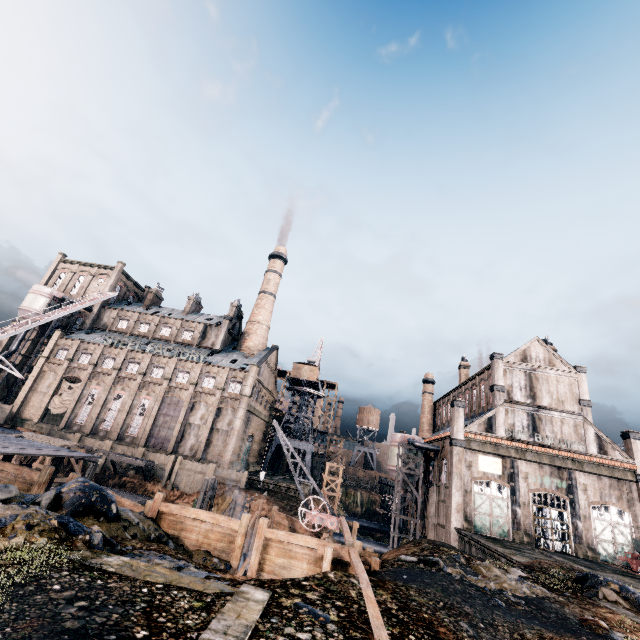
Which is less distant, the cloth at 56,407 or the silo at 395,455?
the silo at 395,455

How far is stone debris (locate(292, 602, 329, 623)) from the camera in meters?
7.5 m

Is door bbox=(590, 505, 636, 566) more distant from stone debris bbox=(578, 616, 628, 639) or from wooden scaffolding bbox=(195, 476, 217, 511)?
wooden scaffolding bbox=(195, 476, 217, 511)

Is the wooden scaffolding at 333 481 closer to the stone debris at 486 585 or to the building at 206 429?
the building at 206 429

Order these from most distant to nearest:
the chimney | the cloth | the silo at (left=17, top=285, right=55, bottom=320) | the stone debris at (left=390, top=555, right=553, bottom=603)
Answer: the silo at (left=17, top=285, right=55, bottom=320) < the chimney < the cloth < the stone debris at (left=390, top=555, right=553, bottom=603)

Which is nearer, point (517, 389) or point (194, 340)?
point (517, 389)

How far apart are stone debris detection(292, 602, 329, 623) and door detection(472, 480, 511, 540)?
33.6 meters

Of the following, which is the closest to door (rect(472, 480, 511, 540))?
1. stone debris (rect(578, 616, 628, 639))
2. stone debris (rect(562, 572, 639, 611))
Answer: stone debris (rect(562, 572, 639, 611))
